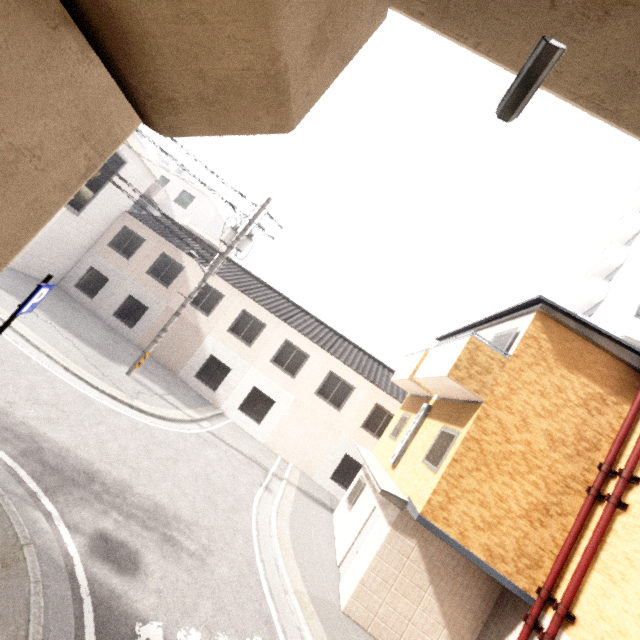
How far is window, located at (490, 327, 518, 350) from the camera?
8.4 meters

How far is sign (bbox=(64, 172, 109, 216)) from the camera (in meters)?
16.50

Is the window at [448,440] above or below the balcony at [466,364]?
below

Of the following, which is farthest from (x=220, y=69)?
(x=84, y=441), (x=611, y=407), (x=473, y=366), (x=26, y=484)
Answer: (x=611, y=407)

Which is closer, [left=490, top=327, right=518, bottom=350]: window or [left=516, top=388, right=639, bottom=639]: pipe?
[left=516, top=388, right=639, bottom=639]: pipe

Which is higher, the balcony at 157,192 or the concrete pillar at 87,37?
the balcony at 157,192

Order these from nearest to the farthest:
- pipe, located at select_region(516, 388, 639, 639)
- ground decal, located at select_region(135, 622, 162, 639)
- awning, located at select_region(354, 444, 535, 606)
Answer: ground decal, located at select_region(135, 622, 162, 639), pipe, located at select_region(516, 388, 639, 639), awning, located at select_region(354, 444, 535, 606)

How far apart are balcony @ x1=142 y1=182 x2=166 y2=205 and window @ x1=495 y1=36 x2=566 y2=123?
30.93m
